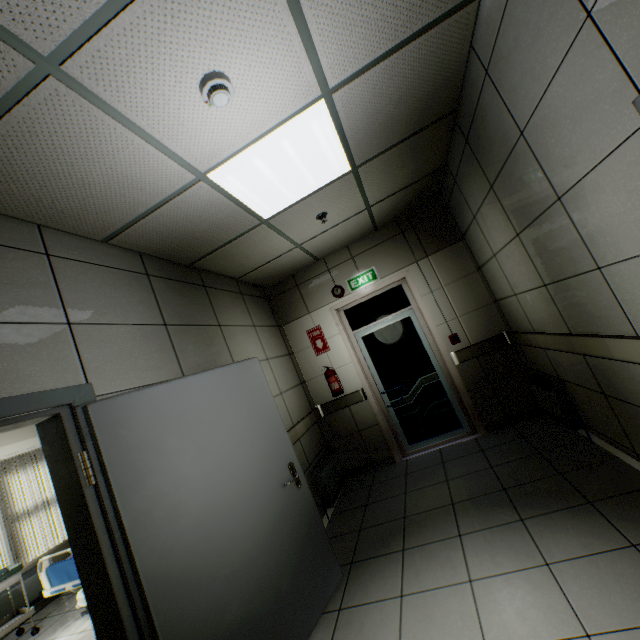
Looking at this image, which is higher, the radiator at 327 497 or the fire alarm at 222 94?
the fire alarm at 222 94

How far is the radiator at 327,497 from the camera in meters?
3.9 m

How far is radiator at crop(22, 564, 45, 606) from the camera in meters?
4.8 m

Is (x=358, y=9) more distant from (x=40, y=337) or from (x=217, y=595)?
(x=217, y=595)

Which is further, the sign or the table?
the sign

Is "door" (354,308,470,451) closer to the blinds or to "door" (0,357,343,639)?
"door" (0,357,343,639)

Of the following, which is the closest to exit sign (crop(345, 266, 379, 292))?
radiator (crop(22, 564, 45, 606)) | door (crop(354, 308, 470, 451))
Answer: door (crop(354, 308, 470, 451))

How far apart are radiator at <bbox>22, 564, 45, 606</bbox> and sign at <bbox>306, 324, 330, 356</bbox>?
5.49m
